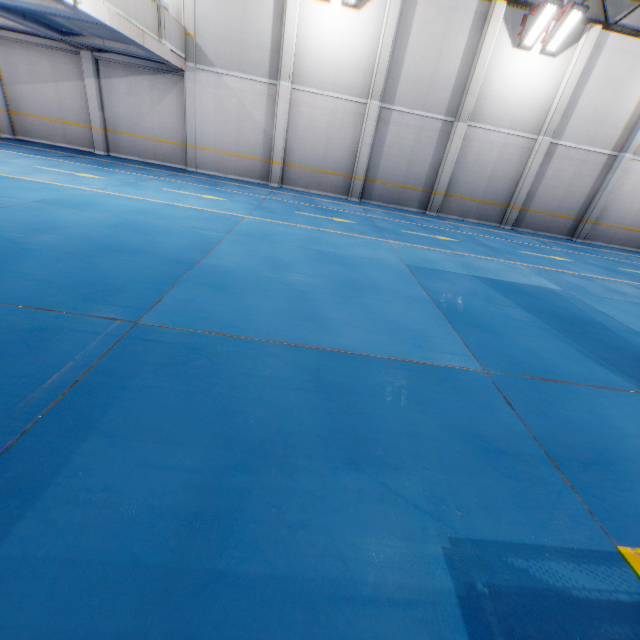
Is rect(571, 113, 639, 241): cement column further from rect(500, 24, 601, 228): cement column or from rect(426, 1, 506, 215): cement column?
rect(426, 1, 506, 215): cement column

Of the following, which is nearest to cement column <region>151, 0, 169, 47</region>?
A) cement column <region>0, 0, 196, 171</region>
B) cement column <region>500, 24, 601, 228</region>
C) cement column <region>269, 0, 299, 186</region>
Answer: cement column <region>0, 0, 196, 171</region>

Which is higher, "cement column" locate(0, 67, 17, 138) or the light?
the light

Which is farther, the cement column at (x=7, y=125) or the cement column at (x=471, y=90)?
the cement column at (x=7, y=125)

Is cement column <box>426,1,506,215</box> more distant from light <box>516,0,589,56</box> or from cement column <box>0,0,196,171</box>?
cement column <box>0,0,196,171</box>

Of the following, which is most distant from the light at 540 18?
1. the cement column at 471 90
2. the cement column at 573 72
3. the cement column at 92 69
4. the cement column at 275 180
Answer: the cement column at 92 69

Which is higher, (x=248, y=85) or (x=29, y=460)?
(x=248, y=85)

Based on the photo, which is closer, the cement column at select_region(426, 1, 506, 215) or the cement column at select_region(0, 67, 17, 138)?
the cement column at select_region(426, 1, 506, 215)
